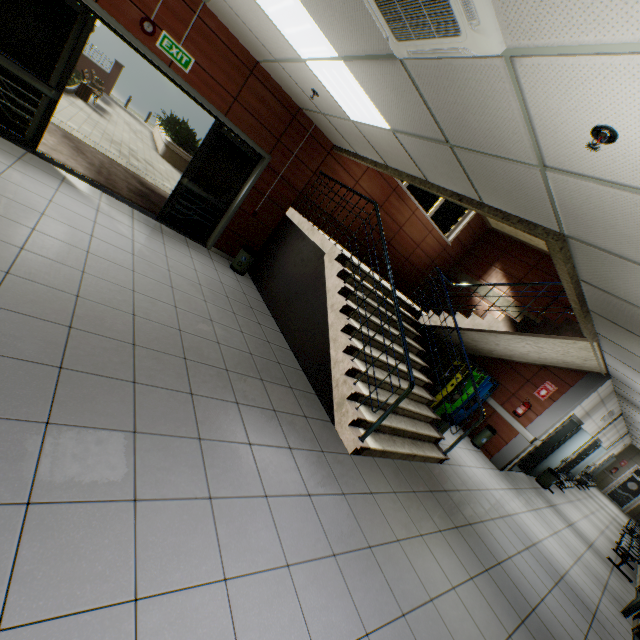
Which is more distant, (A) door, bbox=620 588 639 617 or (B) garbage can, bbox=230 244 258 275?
(B) garbage can, bbox=230 244 258 275

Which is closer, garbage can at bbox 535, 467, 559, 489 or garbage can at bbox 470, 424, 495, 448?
garbage can at bbox 470, 424, 495, 448

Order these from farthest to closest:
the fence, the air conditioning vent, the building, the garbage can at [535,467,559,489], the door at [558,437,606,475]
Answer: the fence, the door at [558,437,606,475], the garbage can at [535,467,559,489], the building, the air conditioning vent

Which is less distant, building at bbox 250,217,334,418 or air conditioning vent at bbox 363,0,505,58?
air conditioning vent at bbox 363,0,505,58

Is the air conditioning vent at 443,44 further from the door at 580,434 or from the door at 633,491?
the door at 633,491

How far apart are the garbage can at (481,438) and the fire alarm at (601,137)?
7.73m

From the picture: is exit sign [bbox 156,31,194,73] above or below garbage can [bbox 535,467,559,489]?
above

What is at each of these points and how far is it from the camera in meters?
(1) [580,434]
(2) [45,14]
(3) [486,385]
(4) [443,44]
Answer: (1) door, 9.2
(2) door, 4.3
(3) atm, 8.2
(4) air conditioning vent, 2.0
